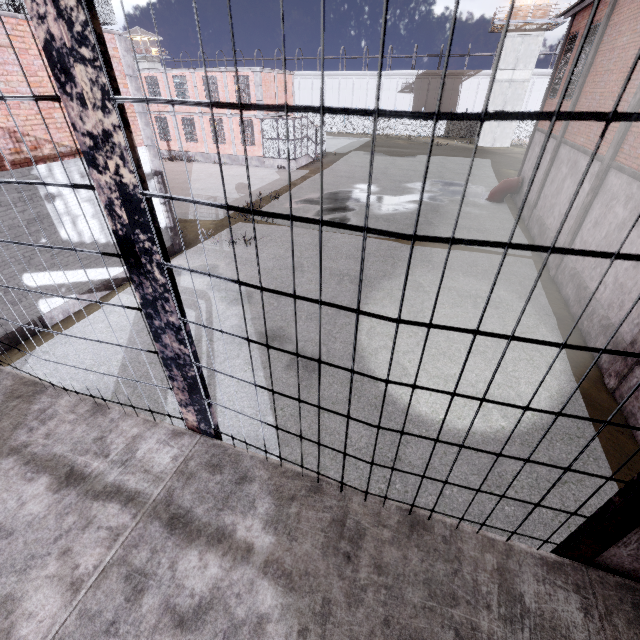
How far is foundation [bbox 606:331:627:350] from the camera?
7.55m

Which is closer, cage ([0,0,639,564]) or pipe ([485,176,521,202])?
cage ([0,0,639,564])

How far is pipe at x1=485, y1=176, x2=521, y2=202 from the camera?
19.6 meters

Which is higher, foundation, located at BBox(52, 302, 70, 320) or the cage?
the cage

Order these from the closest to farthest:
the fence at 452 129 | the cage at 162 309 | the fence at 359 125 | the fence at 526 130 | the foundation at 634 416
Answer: the cage at 162 309 < the foundation at 634 416 < the fence at 526 130 < the fence at 452 129 < the fence at 359 125

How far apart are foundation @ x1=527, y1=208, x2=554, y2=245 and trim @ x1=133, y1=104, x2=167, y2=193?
15.2m

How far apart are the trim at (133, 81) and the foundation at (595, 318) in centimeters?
1482cm

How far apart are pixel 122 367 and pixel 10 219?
4.77m
